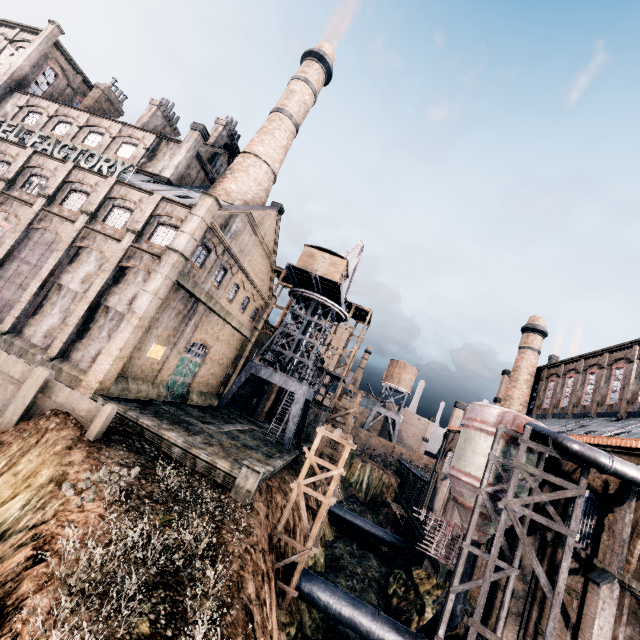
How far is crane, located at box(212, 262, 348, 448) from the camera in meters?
35.1 m

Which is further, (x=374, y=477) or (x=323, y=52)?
(x=374, y=477)

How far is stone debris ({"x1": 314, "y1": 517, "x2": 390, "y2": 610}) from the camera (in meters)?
27.70

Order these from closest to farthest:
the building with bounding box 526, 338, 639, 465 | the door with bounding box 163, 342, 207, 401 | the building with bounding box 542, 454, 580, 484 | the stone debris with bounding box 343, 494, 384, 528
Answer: the building with bounding box 526, 338, 639, 465 → the building with bounding box 542, 454, 580, 484 → the door with bounding box 163, 342, 207, 401 → the stone debris with bounding box 343, 494, 384, 528

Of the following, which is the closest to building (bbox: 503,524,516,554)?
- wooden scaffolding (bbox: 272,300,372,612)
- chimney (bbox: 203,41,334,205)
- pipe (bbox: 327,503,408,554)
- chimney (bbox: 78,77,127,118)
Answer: chimney (bbox: 203,41,334,205)

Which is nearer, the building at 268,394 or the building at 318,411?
the building at 268,394

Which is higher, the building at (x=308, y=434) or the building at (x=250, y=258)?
the building at (x=250, y=258)

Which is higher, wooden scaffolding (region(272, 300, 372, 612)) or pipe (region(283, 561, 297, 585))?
wooden scaffolding (region(272, 300, 372, 612))
